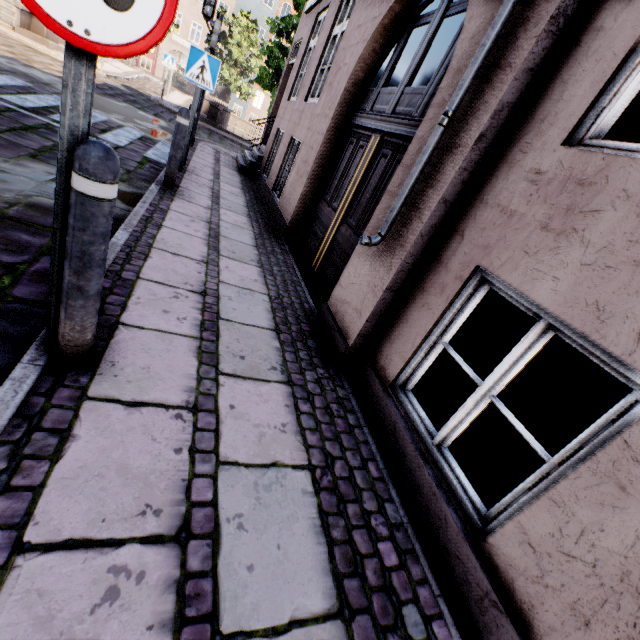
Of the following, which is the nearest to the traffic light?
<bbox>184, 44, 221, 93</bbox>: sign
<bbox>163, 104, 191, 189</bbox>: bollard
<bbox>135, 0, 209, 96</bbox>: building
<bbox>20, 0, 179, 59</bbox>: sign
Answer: <bbox>135, 0, 209, 96</bbox>: building

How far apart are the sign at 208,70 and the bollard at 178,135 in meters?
1.4 m

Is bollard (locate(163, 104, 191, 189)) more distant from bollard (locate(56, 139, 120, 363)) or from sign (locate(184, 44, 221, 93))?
bollard (locate(56, 139, 120, 363))

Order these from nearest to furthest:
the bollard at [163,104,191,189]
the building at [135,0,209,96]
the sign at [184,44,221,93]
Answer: the bollard at [163,104,191,189] → the sign at [184,44,221,93] → the building at [135,0,209,96]

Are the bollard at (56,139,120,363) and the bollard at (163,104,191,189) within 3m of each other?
no

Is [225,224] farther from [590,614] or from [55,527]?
[590,614]

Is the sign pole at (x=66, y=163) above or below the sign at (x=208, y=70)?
below

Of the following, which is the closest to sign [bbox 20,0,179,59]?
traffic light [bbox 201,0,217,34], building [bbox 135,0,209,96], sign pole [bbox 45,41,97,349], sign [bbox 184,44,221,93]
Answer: sign pole [bbox 45,41,97,349]
